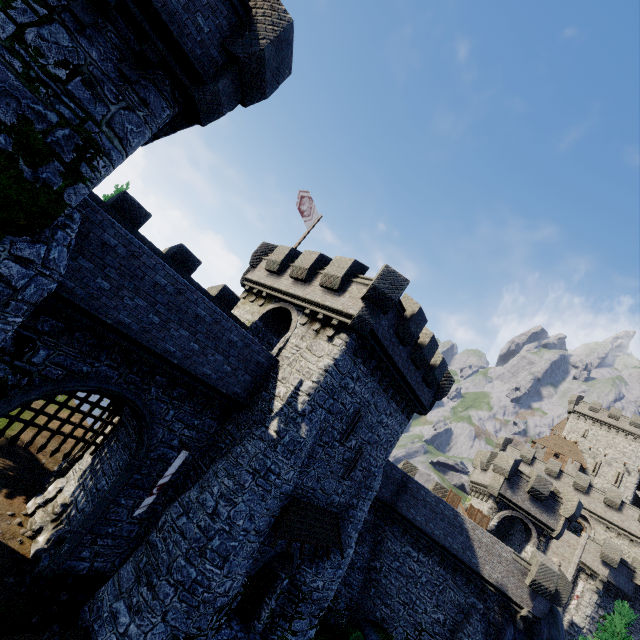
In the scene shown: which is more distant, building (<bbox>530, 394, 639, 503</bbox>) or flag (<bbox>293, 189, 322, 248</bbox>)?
building (<bbox>530, 394, 639, 503</bbox>)

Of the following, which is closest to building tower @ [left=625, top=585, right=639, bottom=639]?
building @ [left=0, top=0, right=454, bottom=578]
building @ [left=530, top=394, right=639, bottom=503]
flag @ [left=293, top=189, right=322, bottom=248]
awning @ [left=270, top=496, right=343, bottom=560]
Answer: building @ [left=530, top=394, right=639, bottom=503]

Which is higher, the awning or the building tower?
the building tower

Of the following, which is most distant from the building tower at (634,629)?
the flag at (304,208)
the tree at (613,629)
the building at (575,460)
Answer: the flag at (304,208)

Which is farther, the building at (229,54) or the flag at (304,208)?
the flag at (304,208)

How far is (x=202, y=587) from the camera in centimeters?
1103cm

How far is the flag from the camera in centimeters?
2059cm

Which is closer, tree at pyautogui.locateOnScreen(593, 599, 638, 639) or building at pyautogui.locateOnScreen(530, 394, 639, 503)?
tree at pyautogui.locateOnScreen(593, 599, 638, 639)
